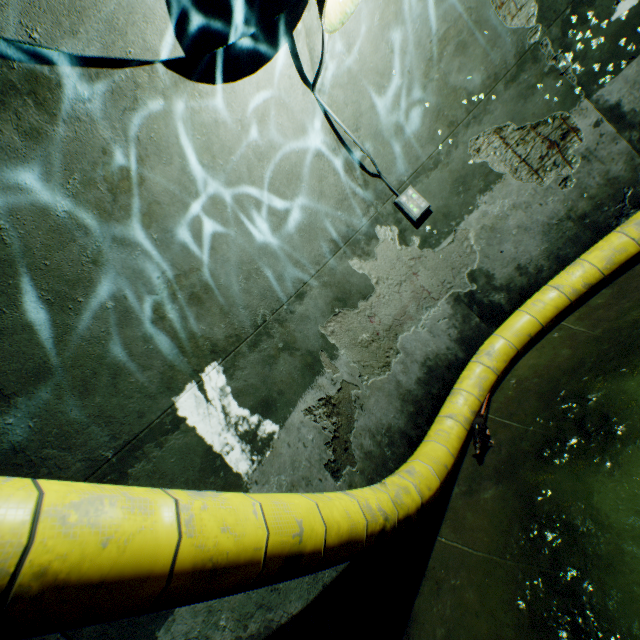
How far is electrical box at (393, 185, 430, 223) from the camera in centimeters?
432cm

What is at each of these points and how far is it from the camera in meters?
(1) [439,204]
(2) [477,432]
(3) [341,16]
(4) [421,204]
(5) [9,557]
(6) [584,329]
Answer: (1) building tunnel, 4.5
(2) rat, 3.7
(3) ceiling light, 2.3
(4) electrical box, 4.3
(5) large conduit, 0.9
(6) building tunnel, 4.1

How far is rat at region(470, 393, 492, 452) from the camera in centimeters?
367cm

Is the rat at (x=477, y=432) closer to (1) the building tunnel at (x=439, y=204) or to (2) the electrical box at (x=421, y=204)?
(1) the building tunnel at (x=439, y=204)

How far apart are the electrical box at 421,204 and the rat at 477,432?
2.1m

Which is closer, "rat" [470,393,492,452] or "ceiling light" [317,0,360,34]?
"ceiling light" [317,0,360,34]

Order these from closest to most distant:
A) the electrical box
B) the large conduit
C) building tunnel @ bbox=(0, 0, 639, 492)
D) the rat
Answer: the large conduit < building tunnel @ bbox=(0, 0, 639, 492) < the rat < the electrical box

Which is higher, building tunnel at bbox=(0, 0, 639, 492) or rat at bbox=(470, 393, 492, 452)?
A: building tunnel at bbox=(0, 0, 639, 492)
